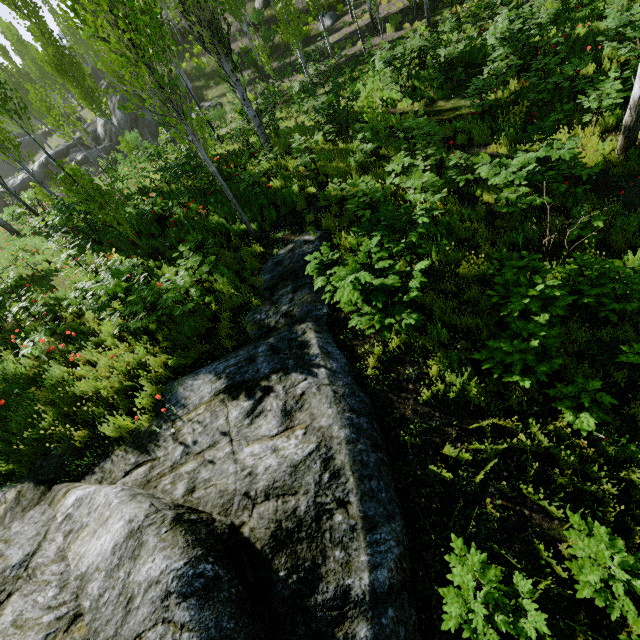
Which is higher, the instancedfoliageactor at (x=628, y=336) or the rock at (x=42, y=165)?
the rock at (x=42, y=165)

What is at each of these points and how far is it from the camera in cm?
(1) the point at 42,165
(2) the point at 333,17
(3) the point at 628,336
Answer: (1) rock, 3162
(2) rock, 2275
(3) instancedfoliageactor, 501

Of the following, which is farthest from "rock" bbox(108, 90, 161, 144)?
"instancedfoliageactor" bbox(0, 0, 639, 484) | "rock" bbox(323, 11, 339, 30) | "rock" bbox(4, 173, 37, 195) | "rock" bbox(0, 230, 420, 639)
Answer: "rock" bbox(0, 230, 420, 639)

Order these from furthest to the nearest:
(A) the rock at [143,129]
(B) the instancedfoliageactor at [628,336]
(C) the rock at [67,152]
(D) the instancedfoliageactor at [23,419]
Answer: (C) the rock at [67,152] < (A) the rock at [143,129] < (D) the instancedfoliageactor at [23,419] < (B) the instancedfoliageactor at [628,336]

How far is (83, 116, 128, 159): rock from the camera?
30.2m

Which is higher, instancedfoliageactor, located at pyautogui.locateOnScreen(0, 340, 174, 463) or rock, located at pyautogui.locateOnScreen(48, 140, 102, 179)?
rock, located at pyautogui.locateOnScreen(48, 140, 102, 179)

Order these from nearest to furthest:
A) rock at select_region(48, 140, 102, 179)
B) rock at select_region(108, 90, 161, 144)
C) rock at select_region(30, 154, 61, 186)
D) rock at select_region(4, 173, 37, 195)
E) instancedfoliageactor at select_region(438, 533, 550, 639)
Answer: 1. instancedfoliageactor at select_region(438, 533, 550, 639)
2. rock at select_region(108, 90, 161, 144)
3. rock at select_region(48, 140, 102, 179)
4. rock at select_region(30, 154, 61, 186)
5. rock at select_region(4, 173, 37, 195)
